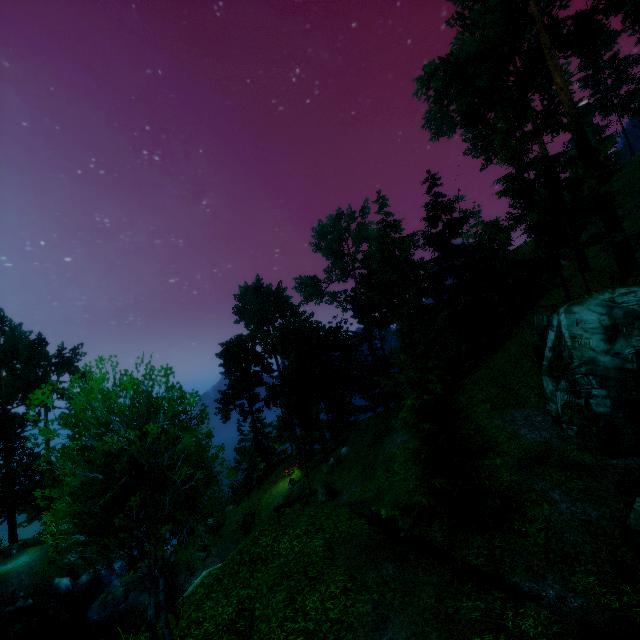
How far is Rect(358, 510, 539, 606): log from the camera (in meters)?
8.30

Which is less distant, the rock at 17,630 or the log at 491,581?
the log at 491,581

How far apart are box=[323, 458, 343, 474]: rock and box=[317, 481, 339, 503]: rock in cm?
329

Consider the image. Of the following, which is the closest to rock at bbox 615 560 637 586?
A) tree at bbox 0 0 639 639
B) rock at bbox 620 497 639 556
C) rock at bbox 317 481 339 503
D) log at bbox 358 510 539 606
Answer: rock at bbox 620 497 639 556

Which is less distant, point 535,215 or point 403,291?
point 535,215

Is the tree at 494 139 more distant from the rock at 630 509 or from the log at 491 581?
the rock at 630 509

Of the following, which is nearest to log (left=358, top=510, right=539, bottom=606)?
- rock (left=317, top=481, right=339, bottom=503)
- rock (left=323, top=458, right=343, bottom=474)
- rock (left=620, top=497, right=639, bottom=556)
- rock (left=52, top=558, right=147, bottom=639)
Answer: rock (left=620, top=497, right=639, bottom=556)

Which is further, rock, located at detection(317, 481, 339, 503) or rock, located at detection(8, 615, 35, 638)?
rock, located at detection(8, 615, 35, 638)
